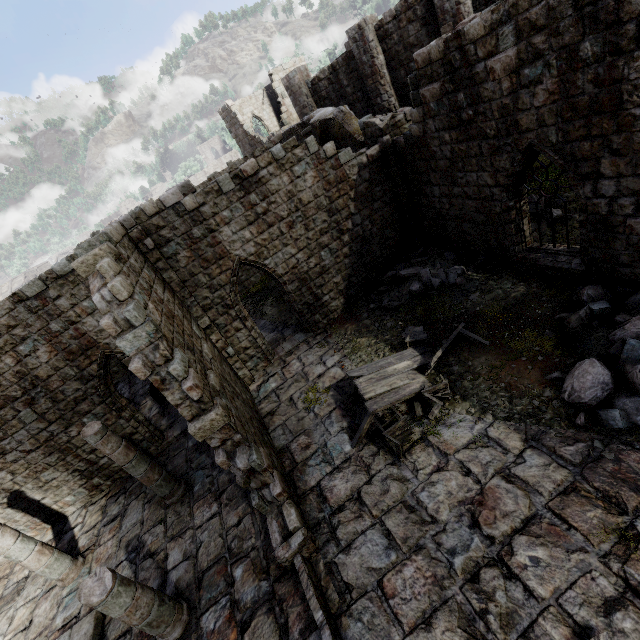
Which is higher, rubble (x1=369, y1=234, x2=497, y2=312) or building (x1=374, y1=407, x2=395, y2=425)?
rubble (x1=369, y1=234, x2=497, y2=312)

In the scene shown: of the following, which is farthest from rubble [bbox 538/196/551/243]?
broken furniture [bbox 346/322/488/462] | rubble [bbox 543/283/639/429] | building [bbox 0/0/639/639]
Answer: rubble [bbox 543/283/639/429]

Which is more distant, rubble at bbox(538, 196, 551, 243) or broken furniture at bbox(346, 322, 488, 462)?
rubble at bbox(538, 196, 551, 243)

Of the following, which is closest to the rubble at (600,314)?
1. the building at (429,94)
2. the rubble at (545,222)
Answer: the building at (429,94)

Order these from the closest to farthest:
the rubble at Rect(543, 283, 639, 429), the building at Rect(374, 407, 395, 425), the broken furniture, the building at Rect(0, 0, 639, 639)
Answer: the building at Rect(0, 0, 639, 639) < the rubble at Rect(543, 283, 639, 429) < the broken furniture < the building at Rect(374, 407, 395, 425)

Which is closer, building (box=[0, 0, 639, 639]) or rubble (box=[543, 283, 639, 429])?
building (box=[0, 0, 639, 639])

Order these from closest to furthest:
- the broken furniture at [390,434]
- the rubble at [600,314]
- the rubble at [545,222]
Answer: the rubble at [600,314], the broken furniture at [390,434], the rubble at [545,222]

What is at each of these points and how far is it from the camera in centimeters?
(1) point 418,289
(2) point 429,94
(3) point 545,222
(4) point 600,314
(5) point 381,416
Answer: (1) rubble, 1089cm
(2) building, 871cm
(3) rubble, 1065cm
(4) rubble, 722cm
(5) building, 832cm
